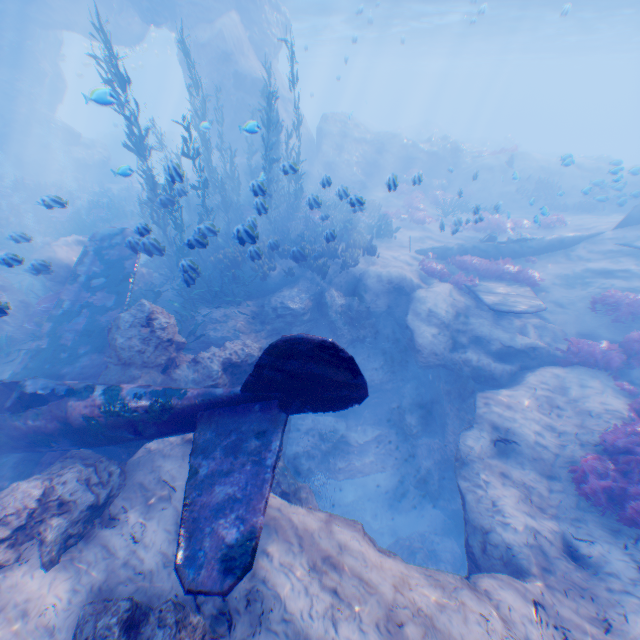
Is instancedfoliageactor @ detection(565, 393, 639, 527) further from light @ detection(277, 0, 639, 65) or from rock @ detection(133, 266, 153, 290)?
light @ detection(277, 0, 639, 65)

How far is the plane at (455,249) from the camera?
14.92m

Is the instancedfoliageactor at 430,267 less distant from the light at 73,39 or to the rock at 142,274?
the rock at 142,274

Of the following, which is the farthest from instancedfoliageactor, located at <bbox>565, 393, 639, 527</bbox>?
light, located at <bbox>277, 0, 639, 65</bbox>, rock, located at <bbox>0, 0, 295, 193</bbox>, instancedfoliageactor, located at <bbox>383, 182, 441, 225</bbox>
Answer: light, located at <bbox>277, 0, 639, 65</bbox>

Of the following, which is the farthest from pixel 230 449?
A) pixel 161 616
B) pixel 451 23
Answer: pixel 451 23

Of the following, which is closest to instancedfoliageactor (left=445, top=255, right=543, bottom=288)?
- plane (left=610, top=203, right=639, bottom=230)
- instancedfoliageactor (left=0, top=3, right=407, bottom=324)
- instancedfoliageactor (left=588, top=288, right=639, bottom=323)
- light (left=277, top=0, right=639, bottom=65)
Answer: plane (left=610, top=203, right=639, bottom=230)

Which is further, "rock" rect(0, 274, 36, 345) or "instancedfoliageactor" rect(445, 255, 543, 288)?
"instancedfoliageactor" rect(445, 255, 543, 288)

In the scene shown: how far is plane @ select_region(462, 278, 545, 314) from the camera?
10.3 meters
